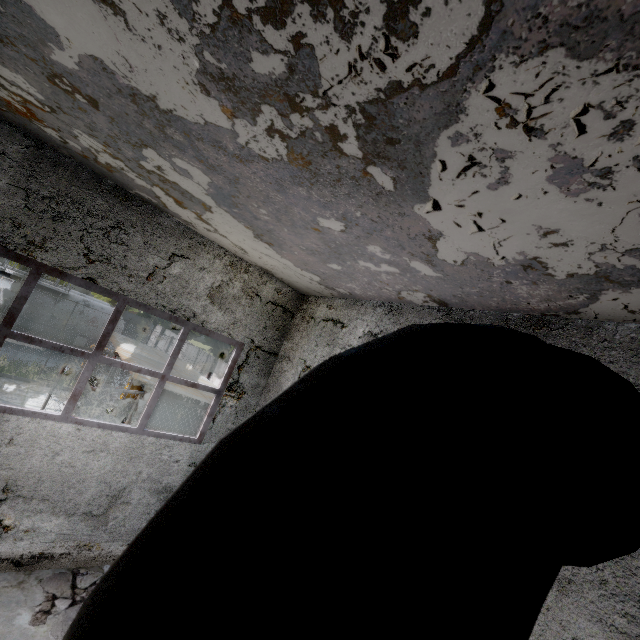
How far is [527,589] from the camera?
0.4m

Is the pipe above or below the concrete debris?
above

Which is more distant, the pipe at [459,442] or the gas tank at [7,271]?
the gas tank at [7,271]

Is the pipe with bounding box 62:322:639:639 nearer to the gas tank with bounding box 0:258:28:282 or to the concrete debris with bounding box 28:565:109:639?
the concrete debris with bounding box 28:565:109:639

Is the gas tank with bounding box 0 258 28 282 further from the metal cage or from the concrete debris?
the concrete debris

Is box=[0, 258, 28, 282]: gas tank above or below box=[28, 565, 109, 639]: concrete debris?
above

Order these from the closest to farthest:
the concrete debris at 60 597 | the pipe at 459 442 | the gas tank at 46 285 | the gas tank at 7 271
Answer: the pipe at 459 442 → the concrete debris at 60 597 → the gas tank at 7 271 → the gas tank at 46 285

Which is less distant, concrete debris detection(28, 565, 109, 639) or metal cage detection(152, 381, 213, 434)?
concrete debris detection(28, 565, 109, 639)
